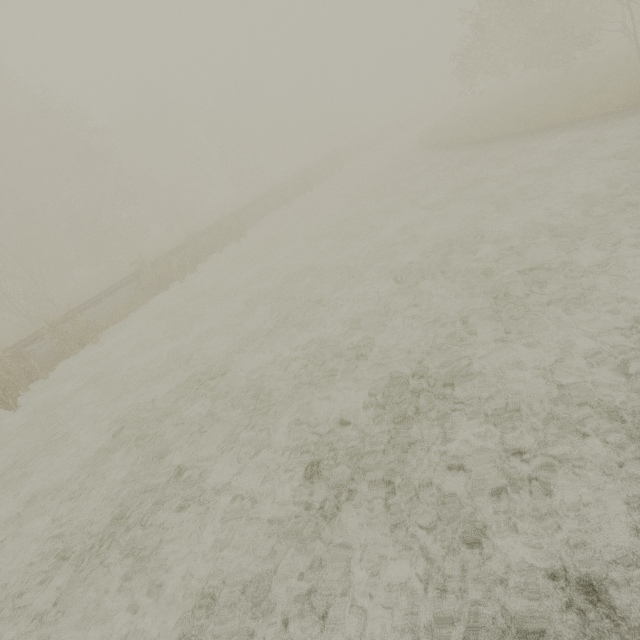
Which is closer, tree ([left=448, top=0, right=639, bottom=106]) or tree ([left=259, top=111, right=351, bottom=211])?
tree ([left=448, top=0, right=639, bottom=106])

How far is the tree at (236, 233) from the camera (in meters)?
19.34

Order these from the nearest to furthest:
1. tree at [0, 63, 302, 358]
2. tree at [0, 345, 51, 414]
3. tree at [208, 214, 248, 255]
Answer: tree at [0, 345, 51, 414], tree at [208, 214, 248, 255], tree at [0, 63, 302, 358]

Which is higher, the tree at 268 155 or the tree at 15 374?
the tree at 268 155

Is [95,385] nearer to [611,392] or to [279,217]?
[611,392]

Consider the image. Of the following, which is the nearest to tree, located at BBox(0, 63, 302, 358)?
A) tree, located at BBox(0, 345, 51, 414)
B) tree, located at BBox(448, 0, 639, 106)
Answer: tree, located at BBox(448, 0, 639, 106)

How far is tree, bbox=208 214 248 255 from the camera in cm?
1934

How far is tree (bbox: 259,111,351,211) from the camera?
25.39m
